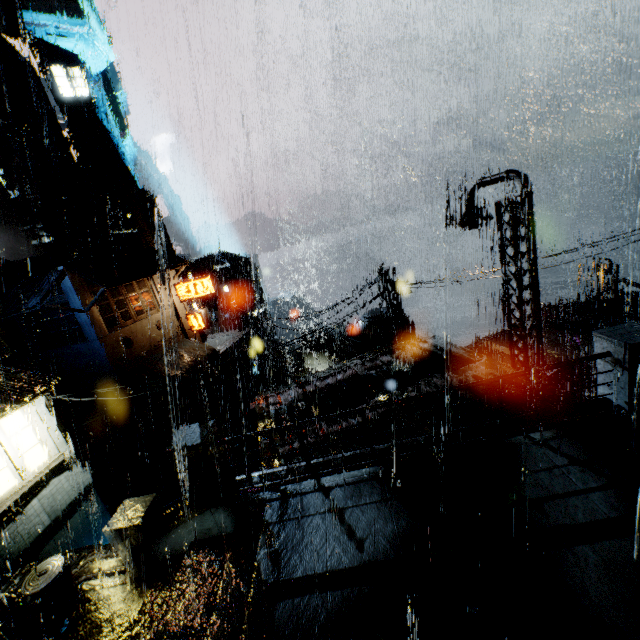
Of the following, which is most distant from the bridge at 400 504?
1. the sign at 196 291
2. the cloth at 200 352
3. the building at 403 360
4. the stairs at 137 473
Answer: the sign at 196 291

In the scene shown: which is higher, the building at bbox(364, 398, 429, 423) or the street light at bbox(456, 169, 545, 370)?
the street light at bbox(456, 169, 545, 370)

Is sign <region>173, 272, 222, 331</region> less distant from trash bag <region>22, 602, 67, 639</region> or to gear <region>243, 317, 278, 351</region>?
gear <region>243, 317, 278, 351</region>

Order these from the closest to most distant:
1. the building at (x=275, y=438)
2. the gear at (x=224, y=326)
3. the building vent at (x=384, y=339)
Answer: the building at (x=275, y=438)
the building vent at (x=384, y=339)
the gear at (x=224, y=326)

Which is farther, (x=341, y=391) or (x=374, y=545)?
(x=341, y=391)

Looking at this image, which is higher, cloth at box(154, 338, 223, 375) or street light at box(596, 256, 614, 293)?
cloth at box(154, 338, 223, 375)

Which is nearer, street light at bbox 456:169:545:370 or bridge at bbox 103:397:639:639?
bridge at bbox 103:397:639:639

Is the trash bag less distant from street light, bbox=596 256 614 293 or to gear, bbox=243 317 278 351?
gear, bbox=243 317 278 351
